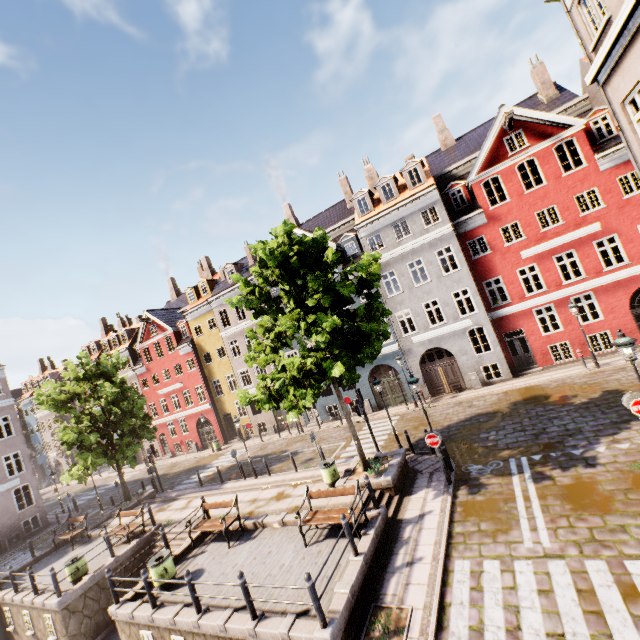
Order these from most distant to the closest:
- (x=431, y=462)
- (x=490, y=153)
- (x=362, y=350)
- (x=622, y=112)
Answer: (x=490, y=153)
(x=431, y=462)
(x=362, y=350)
(x=622, y=112)

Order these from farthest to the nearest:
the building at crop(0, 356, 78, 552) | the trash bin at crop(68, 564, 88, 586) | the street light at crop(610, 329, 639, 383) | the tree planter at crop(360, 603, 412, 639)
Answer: the building at crop(0, 356, 78, 552), the trash bin at crop(68, 564, 88, 586), the street light at crop(610, 329, 639, 383), the tree planter at crop(360, 603, 412, 639)

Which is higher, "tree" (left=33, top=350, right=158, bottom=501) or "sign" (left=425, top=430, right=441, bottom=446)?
"tree" (left=33, top=350, right=158, bottom=501)

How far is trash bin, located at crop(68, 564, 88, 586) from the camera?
13.1 meters

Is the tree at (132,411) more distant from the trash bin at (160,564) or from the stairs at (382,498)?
the trash bin at (160,564)

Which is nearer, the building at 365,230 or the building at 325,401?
the building at 365,230

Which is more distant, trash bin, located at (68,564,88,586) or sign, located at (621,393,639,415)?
trash bin, located at (68,564,88,586)

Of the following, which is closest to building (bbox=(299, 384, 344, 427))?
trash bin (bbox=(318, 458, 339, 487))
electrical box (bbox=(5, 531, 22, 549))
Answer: electrical box (bbox=(5, 531, 22, 549))
